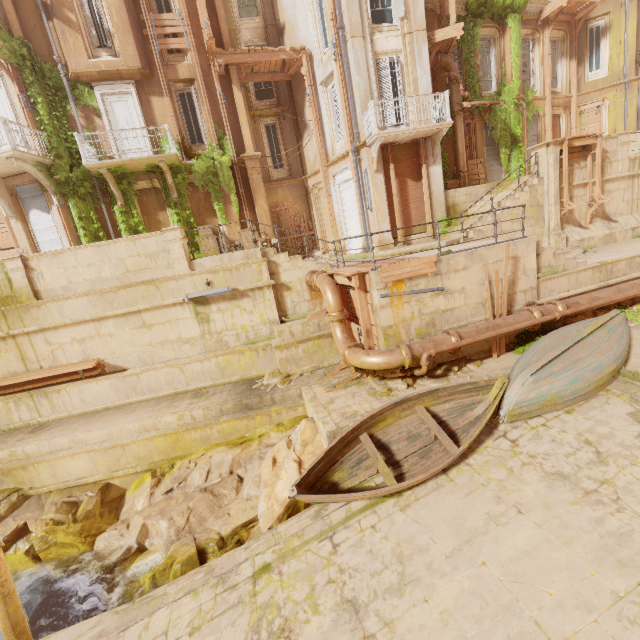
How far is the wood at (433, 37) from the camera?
13.43m

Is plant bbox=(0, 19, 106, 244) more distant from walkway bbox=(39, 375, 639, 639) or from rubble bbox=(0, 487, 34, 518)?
walkway bbox=(39, 375, 639, 639)

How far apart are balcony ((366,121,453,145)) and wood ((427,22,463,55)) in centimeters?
362cm

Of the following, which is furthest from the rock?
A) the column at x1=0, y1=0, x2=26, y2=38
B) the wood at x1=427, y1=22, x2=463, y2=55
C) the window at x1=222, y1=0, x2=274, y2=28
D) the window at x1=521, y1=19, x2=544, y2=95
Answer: the window at x1=521, y1=19, x2=544, y2=95

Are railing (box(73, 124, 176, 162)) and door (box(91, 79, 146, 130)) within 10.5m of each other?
yes

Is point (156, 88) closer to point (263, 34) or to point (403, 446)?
point (263, 34)

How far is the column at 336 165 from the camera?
14.8 meters

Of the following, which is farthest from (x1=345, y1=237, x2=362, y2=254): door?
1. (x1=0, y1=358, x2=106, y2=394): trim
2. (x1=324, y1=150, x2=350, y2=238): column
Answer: (x1=0, y1=358, x2=106, y2=394): trim
